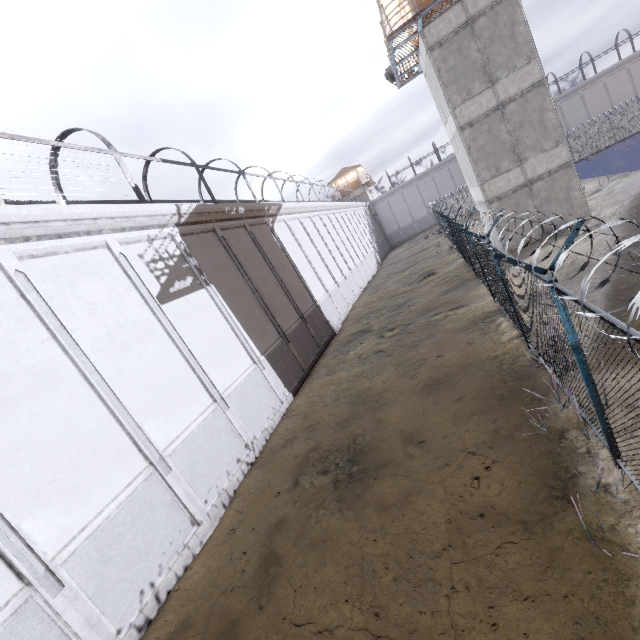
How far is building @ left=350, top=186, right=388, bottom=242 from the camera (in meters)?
53.09

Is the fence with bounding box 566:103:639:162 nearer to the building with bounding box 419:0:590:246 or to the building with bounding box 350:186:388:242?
the building with bounding box 419:0:590:246

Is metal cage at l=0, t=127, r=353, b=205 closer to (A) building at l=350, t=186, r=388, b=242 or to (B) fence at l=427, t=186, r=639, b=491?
(A) building at l=350, t=186, r=388, b=242

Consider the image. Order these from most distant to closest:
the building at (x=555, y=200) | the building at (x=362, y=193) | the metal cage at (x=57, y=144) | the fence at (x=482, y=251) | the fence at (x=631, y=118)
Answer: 1. the building at (x=362, y=193)
2. the fence at (x=631, y=118)
3. the building at (x=555, y=200)
4. the metal cage at (x=57, y=144)
5. the fence at (x=482, y=251)

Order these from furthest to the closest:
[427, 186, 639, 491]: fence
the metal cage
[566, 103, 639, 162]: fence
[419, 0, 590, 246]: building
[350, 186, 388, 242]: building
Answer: [350, 186, 388, 242]: building
[566, 103, 639, 162]: fence
[419, 0, 590, 246]: building
the metal cage
[427, 186, 639, 491]: fence

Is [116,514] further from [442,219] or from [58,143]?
[442,219]

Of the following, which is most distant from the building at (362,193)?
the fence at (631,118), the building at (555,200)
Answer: the building at (555,200)
